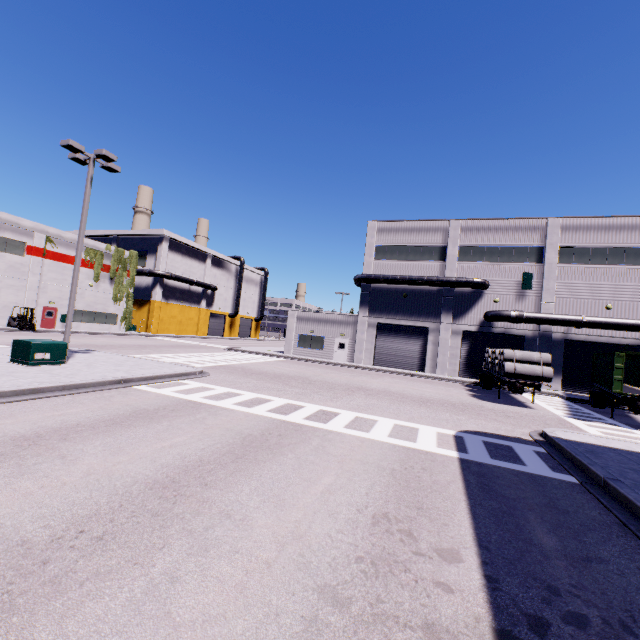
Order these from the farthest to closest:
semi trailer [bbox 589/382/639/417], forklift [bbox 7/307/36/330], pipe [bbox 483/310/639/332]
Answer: forklift [bbox 7/307/36/330]
pipe [bbox 483/310/639/332]
semi trailer [bbox 589/382/639/417]

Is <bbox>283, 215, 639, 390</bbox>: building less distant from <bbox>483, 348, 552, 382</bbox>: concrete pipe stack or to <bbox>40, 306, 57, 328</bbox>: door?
<bbox>40, 306, 57, 328</bbox>: door

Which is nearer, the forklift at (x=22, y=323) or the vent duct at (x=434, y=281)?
the vent duct at (x=434, y=281)

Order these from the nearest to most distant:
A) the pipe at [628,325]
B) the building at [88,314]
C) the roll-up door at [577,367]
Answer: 1. the pipe at [628,325]
2. the roll-up door at [577,367]
3. the building at [88,314]

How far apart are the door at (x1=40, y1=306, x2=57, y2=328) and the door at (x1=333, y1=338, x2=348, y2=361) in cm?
3090

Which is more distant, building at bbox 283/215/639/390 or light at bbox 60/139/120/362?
building at bbox 283/215/639/390

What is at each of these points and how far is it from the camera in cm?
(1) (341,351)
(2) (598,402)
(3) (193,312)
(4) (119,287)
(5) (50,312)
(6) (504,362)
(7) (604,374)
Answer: (1) door, 3372
(2) semi trailer, 2075
(3) building, 5625
(4) tree, 4241
(5) door, 3525
(6) concrete pipe stack, 1830
(7) cargo container, 2020

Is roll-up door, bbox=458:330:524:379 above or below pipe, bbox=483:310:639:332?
Result: below
